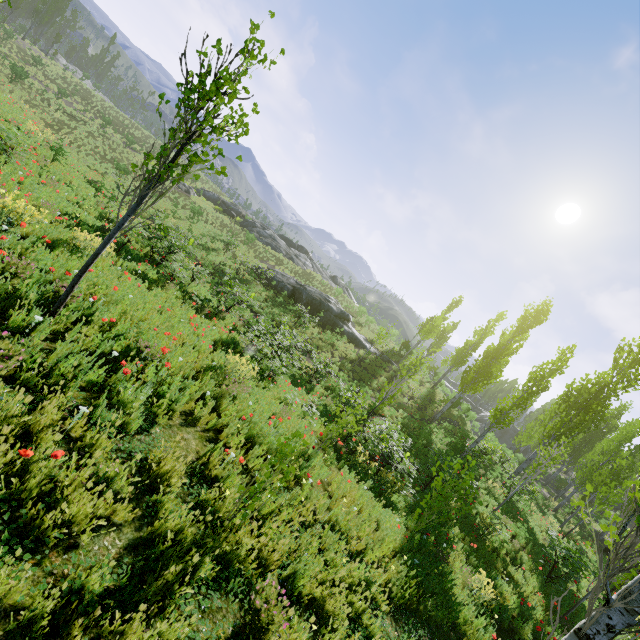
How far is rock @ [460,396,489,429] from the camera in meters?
51.8

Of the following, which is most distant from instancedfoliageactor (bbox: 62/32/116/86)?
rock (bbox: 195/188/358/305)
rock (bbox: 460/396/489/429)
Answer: rock (bbox: 195/188/358/305)

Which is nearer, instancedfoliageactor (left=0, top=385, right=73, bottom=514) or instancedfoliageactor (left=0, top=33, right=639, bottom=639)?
instancedfoliageactor (left=0, top=385, right=73, bottom=514)

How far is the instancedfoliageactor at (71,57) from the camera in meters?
55.5 m

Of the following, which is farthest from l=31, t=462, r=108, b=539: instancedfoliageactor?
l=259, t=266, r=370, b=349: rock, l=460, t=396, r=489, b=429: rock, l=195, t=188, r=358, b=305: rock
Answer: l=195, t=188, r=358, b=305: rock

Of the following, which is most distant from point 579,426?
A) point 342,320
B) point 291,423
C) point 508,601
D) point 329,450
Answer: point 291,423

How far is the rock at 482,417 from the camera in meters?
51.8
